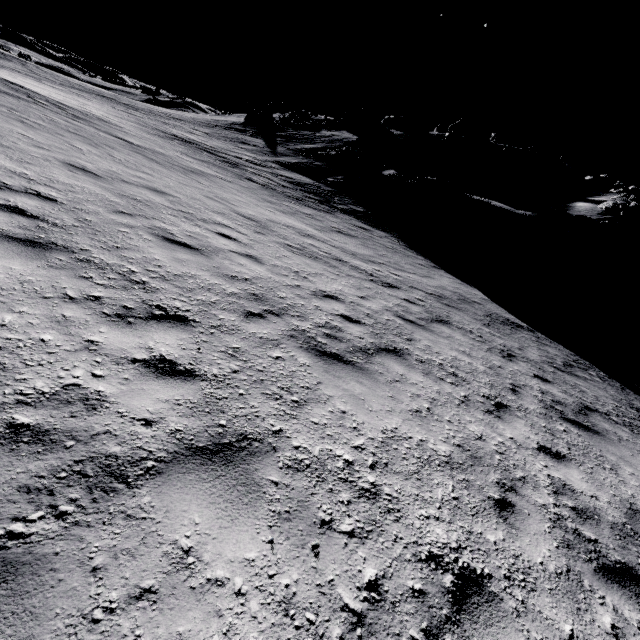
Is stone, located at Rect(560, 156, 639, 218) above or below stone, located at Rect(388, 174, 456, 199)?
above

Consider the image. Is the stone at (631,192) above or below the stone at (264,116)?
above

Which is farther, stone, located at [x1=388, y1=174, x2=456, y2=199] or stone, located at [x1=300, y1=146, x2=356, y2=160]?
stone, located at [x1=300, y1=146, x2=356, y2=160]

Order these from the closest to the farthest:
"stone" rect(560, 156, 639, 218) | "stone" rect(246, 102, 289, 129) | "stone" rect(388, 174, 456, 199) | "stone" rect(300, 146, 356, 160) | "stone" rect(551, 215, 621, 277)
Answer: "stone" rect(551, 215, 621, 277), "stone" rect(388, 174, 456, 199), "stone" rect(560, 156, 639, 218), "stone" rect(300, 146, 356, 160), "stone" rect(246, 102, 289, 129)

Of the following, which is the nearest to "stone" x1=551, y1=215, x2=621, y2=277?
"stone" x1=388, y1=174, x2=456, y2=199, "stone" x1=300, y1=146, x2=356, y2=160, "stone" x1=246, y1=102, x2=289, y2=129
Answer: "stone" x1=388, y1=174, x2=456, y2=199

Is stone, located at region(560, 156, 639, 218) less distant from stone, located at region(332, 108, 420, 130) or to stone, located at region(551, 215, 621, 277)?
stone, located at region(551, 215, 621, 277)

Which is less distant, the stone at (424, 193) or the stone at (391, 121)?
the stone at (424, 193)

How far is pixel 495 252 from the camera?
20.2 meters
